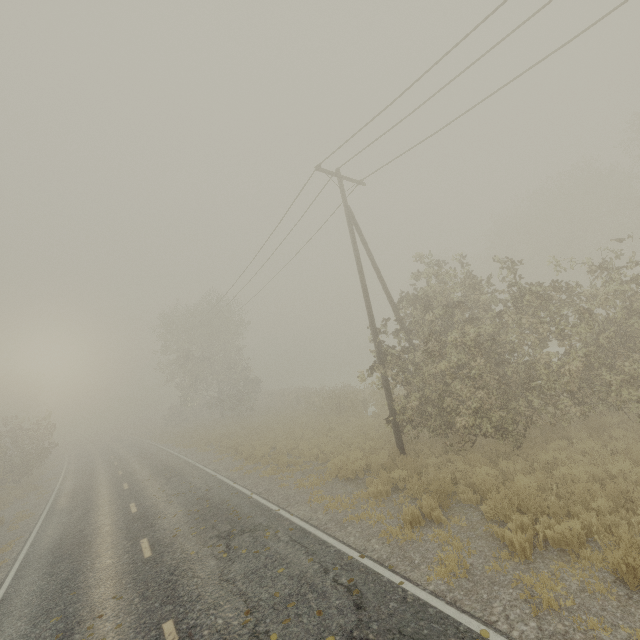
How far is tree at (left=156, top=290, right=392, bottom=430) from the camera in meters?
23.8

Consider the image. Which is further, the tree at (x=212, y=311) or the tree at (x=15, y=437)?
the tree at (x=15, y=437)

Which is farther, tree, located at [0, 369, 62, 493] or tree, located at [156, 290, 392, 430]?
tree, located at [0, 369, 62, 493]

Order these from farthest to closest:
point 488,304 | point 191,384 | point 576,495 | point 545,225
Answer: point 545,225 < point 191,384 < point 488,304 < point 576,495

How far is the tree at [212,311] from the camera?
23.8m
